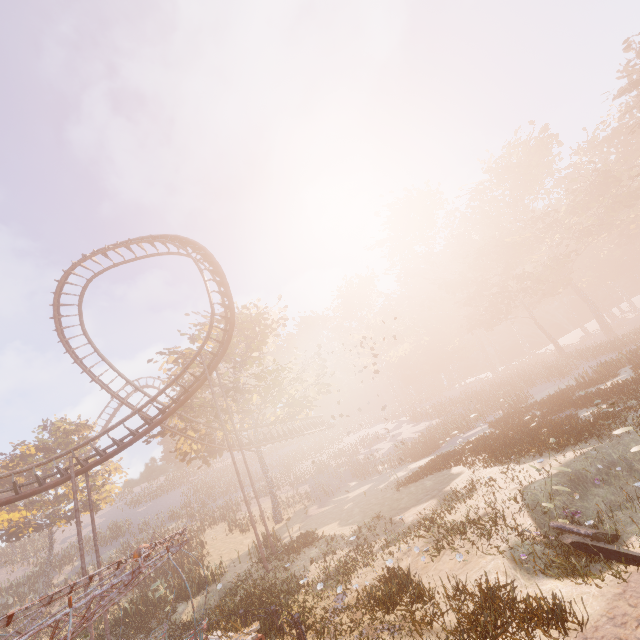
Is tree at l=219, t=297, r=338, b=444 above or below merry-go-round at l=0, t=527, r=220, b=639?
above

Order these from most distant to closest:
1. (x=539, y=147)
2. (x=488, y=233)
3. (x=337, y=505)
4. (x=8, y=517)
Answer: (x=488, y=233)
(x=539, y=147)
(x=8, y=517)
(x=337, y=505)

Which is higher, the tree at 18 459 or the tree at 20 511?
the tree at 18 459

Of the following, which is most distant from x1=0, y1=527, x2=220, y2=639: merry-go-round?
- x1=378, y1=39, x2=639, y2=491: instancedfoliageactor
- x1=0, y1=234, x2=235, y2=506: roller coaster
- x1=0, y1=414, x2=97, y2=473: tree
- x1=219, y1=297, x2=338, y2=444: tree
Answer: x1=0, y1=414, x2=97, y2=473: tree

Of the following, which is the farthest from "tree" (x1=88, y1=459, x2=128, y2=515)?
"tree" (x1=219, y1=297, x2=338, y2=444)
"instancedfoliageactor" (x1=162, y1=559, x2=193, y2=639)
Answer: "instancedfoliageactor" (x1=162, y1=559, x2=193, y2=639)

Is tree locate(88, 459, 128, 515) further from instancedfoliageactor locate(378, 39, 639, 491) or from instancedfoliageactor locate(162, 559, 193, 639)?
instancedfoliageactor locate(378, 39, 639, 491)

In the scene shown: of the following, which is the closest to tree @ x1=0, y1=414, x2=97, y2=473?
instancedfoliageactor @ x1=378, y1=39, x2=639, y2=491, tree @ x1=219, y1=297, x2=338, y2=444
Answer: tree @ x1=219, y1=297, x2=338, y2=444

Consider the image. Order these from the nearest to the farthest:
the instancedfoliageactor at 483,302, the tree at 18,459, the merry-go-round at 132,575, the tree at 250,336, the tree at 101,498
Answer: the merry-go-round at 132,575 < the instancedfoliageactor at 483,302 < the tree at 250,336 < the tree at 18,459 < the tree at 101,498
